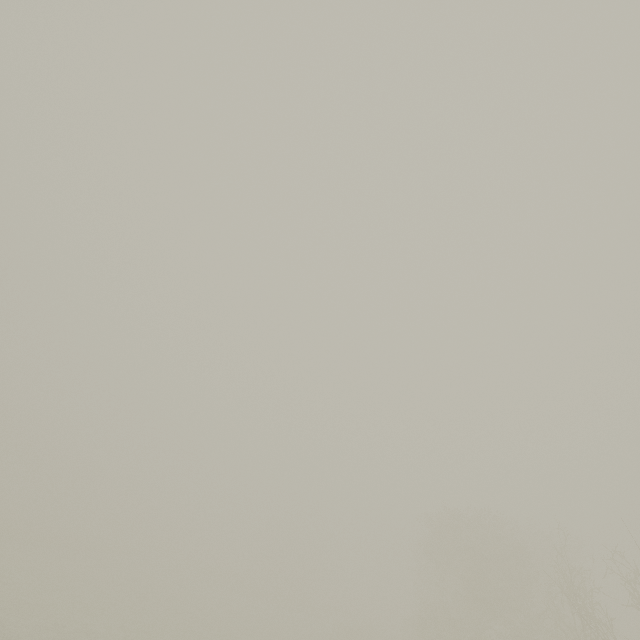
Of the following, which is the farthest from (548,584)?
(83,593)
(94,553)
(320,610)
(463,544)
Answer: (94,553)
